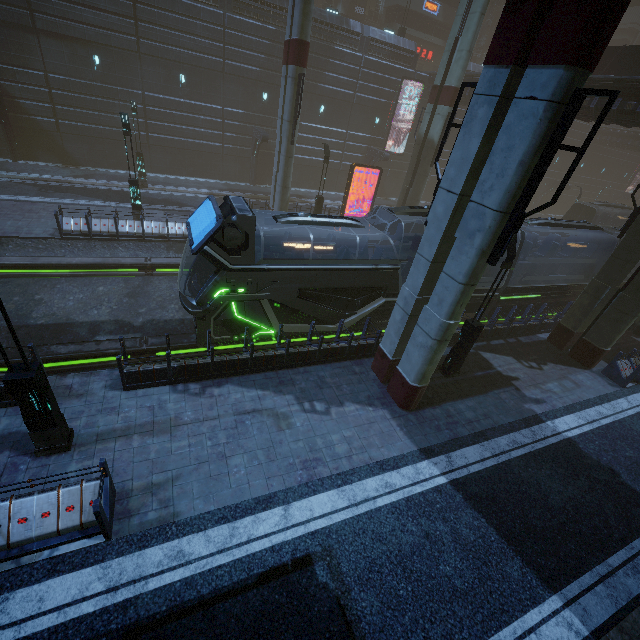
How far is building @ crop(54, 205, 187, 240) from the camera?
16.0m

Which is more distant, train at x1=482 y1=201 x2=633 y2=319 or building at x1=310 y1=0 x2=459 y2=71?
building at x1=310 y1=0 x2=459 y2=71

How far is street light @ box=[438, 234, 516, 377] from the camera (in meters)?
9.94

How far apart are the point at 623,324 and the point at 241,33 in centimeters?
3166cm

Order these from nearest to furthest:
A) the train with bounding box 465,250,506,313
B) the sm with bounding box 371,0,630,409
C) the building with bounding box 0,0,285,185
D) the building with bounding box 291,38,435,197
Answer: the sm with bounding box 371,0,630,409, the train with bounding box 465,250,506,313, the building with bounding box 0,0,285,185, the building with bounding box 291,38,435,197

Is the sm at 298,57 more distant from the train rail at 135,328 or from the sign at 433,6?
the sign at 433,6

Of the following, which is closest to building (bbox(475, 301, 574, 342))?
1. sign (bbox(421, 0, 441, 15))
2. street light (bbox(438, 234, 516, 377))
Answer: sign (bbox(421, 0, 441, 15))

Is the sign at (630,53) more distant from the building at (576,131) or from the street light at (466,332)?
the street light at (466,332)
